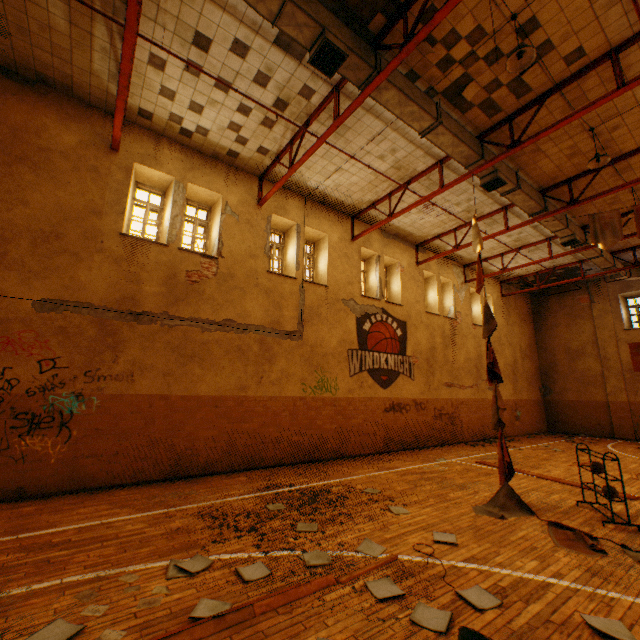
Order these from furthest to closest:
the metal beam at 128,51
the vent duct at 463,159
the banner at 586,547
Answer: the vent duct at 463,159, the metal beam at 128,51, the banner at 586,547

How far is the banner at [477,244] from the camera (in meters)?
7.88

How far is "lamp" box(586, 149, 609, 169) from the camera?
8.0 meters

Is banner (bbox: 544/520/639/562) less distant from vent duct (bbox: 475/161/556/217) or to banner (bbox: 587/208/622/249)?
vent duct (bbox: 475/161/556/217)

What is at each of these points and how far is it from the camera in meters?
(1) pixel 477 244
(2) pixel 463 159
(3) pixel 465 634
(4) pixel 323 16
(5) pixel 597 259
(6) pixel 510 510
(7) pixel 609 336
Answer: (1) banner, 8.1
(2) vent duct, 8.6
(3) lamp, 2.4
(4) vent duct, 5.6
(5) vent duct, 14.7
(6) banner, 6.0
(7) wall pilaster, 18.1

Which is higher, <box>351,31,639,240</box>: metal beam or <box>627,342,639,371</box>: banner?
<box>351,31,639,240</box>: metal beam

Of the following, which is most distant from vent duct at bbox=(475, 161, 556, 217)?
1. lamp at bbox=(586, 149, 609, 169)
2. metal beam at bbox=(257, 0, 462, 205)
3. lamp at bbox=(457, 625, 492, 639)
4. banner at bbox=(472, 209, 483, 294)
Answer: lamp at bbox=(457, 625, 492, 639)

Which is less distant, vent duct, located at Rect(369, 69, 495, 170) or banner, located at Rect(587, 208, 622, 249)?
vent duct, located at Rect(369, 69, 495, 170)
